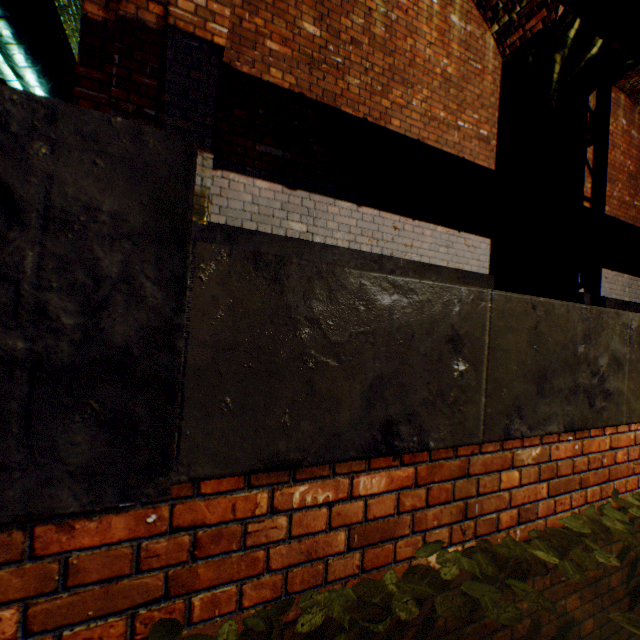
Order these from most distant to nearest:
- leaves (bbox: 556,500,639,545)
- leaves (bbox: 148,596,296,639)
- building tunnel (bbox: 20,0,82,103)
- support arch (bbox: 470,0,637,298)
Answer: building tunnel (bbox: 20,0,82,103) → support arch (bbox: 470,0,637,298) → leaves (bbox: 556,500,639,545) → leaves (bbox: 148,596,296,639)

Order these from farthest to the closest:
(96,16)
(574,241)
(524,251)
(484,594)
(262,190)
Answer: (574,241)
(524,251)
(262,190)
(96,16)
(484,594)

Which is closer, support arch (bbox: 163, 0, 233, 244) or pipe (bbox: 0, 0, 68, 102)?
support arch (bbox: 163, 0, 233, 244)

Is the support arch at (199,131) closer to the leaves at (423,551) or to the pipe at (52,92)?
the pipe at (52,92)

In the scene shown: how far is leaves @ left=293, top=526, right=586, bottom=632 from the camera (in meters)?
1.10

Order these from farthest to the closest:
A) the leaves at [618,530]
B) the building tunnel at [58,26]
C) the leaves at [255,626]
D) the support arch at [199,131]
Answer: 1. the building tunnel at [58,26]
2. the support arch at [199,131]
3. the leaves at [618,530]
4. the leaves at [255,626]

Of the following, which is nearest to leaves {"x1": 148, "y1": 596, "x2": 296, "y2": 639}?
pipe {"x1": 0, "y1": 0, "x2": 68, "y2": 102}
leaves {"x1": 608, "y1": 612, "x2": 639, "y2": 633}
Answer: leaves {"x1": 608, "y1": 612, "x2": 639, "y2": 633}

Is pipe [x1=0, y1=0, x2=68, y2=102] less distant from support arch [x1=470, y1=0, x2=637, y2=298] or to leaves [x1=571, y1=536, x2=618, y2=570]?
leaves [x1=571, y1=536, x2=618, y2=570]
